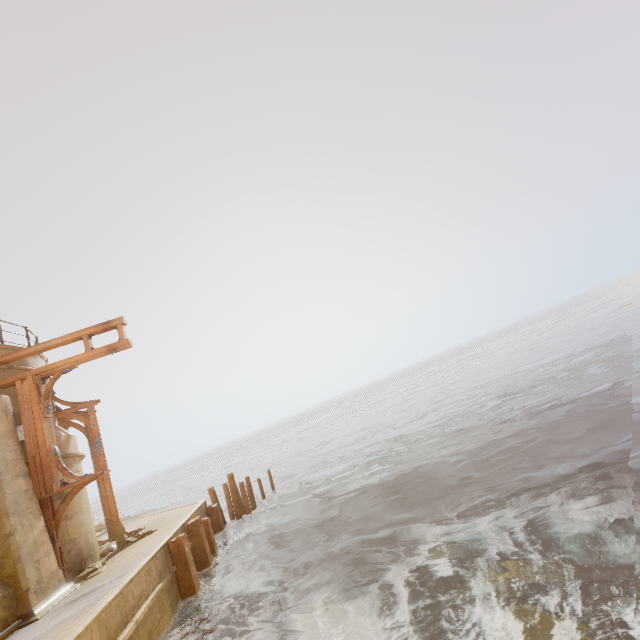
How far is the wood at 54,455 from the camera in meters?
8.6 m

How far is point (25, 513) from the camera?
7.7 meters

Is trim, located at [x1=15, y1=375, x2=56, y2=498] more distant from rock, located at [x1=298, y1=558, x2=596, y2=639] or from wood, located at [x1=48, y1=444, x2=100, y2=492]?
rock, located at [x1=298, y1=558, x2=596, y2=639]

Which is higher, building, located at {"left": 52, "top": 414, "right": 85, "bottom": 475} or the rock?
building, located at {"left": 52, "top": 414, "right": 85, "bottom": 475}

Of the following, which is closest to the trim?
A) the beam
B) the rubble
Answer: the rubble

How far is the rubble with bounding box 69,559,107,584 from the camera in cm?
831

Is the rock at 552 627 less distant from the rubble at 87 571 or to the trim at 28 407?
the rubble at 87 571

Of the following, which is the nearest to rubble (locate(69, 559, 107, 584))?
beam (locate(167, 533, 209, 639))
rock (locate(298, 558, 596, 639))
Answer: beam (locate(167, 533, 209, 639))
